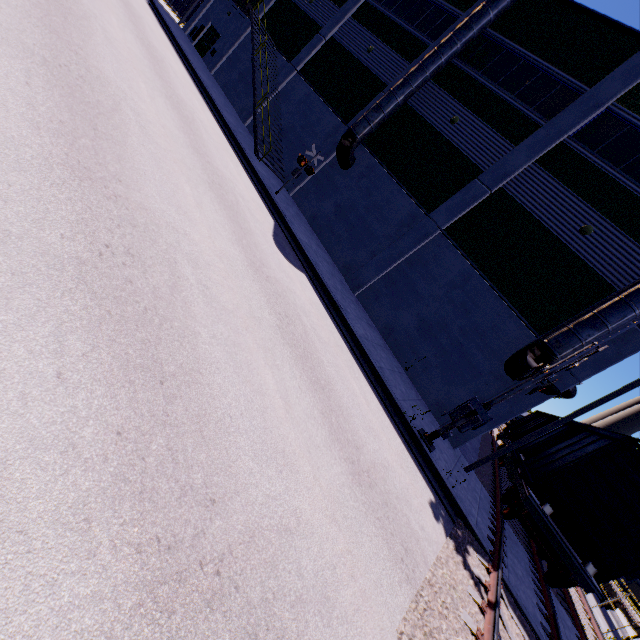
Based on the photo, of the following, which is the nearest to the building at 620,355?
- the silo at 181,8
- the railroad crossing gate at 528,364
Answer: the silo at 181,8

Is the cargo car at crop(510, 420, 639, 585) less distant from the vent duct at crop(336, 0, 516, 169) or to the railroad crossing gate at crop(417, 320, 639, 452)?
the railroad crossing gate at crop(417, 320, 639, 452)

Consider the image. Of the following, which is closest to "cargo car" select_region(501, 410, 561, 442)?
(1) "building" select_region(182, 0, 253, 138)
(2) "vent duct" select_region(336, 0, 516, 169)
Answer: (1) "building" select_region(182, 0, 253, 138)

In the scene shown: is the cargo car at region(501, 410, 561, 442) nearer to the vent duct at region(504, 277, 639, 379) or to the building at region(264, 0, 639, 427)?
the vent duct at region(504, 277, 639, 379)

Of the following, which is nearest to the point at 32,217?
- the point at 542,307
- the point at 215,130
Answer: the point at 215,130

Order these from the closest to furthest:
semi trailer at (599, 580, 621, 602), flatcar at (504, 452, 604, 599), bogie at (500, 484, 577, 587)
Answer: flatcar at (504, 452, 604, 599), bogie at (500, 484, 577, 587), semi trailer at (599, 580, 621, 602)

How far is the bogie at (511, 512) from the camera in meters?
9.9 m

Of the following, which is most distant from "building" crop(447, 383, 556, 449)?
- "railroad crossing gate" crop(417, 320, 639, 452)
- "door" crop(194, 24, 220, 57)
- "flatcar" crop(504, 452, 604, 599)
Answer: "railroad crossing gate" crop(417, 320, 639, 452)
